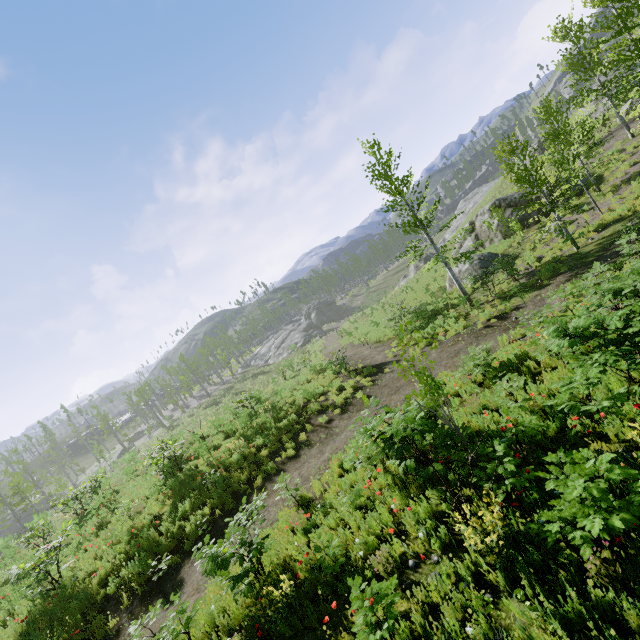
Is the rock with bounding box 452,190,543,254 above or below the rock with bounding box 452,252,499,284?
above

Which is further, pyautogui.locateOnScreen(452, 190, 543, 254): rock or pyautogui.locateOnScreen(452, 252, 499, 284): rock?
pyautogui.locateOnScreen(452, 190, 543, 254): rock

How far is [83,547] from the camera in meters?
12.4

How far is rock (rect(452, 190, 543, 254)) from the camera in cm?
2280

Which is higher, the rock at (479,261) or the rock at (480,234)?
the rock at (480,234)

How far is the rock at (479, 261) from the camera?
21.0 meters

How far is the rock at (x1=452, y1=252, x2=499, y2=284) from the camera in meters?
21.0
